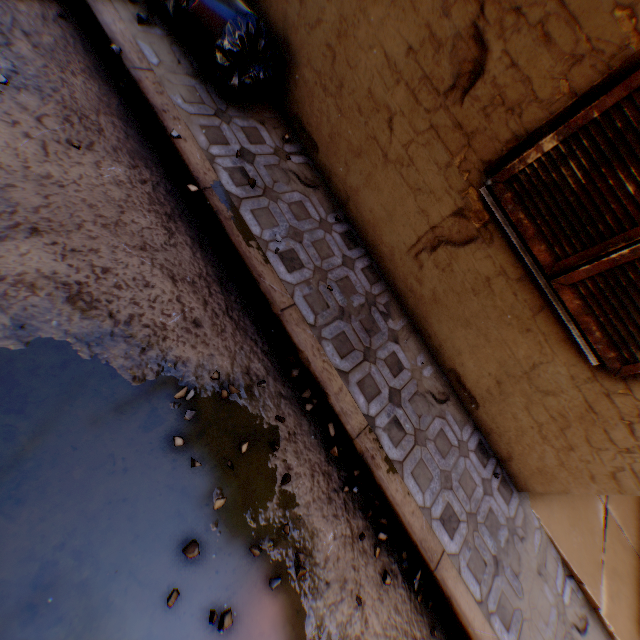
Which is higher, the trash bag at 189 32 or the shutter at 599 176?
the shutter at 599 176

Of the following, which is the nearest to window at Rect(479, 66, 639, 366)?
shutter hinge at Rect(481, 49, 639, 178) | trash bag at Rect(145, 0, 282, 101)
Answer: shutter hinge at Rect(481, 49, 639, 178)

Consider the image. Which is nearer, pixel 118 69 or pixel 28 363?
pixel 28 363

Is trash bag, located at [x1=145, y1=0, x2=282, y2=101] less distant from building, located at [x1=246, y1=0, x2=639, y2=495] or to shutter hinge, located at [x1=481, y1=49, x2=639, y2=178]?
building, located at [x1=246, y1=0, x2=639, y2=495]

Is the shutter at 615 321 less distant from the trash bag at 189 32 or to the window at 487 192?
the window at 487 192

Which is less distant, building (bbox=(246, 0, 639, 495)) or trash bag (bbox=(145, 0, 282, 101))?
building (bbox=(246, 0, 639, 495))

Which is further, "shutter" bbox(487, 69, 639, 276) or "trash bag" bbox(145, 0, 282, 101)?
"trash bag" bbox(145, 0, 282, 101)

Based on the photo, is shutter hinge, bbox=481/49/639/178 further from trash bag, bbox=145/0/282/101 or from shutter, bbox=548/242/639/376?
trash bag, bbox=145/0/282/101
